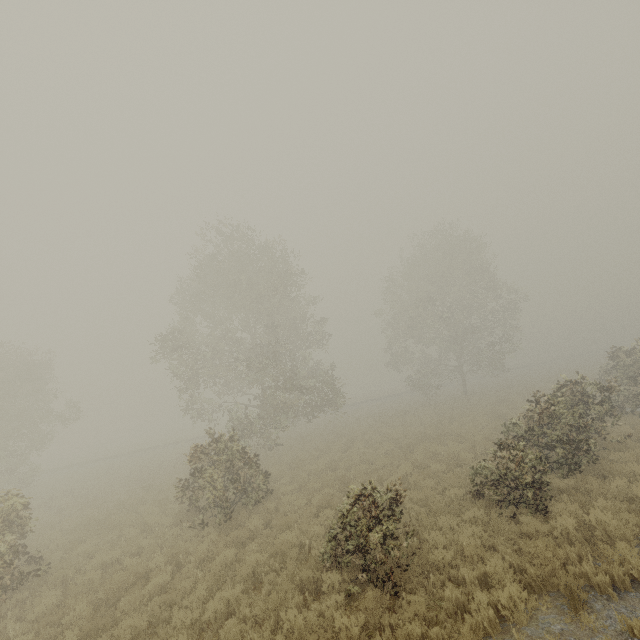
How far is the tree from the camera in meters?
31.2 m

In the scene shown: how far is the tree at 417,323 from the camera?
31.22m

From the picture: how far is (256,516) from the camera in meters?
11.7
